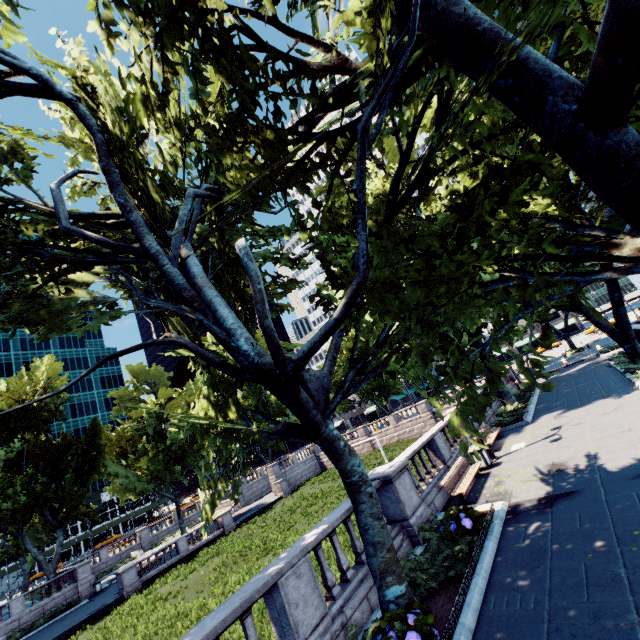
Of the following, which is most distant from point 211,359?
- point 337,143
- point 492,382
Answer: point 337,143

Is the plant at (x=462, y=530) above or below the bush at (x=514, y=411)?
above

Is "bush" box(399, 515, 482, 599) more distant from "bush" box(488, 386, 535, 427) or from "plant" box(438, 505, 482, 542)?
"bush" box(488, 386, 535, 427)

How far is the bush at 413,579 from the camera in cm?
725

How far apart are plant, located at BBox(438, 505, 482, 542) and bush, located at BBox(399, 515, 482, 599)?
0.0 meters

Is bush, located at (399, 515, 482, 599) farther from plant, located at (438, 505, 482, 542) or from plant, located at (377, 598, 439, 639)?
plant, located at (377, 598, 439, 639)

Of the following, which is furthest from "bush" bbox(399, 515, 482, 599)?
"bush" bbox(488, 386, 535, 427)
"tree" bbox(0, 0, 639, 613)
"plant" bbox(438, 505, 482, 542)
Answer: "bush" bbox(488, 386, 535, 427)

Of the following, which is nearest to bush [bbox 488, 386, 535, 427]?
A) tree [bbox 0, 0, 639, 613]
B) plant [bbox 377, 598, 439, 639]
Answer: tree [bbox 0, 0, 639, 613]
